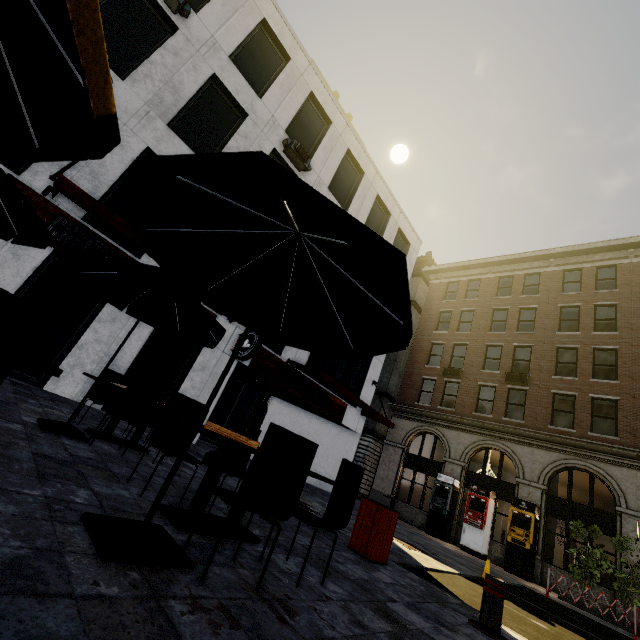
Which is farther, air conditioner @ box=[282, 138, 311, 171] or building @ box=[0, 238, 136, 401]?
air conditioner @ box=[282, 138, 311, 171]

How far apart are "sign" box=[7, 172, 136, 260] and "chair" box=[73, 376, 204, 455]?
4.8m

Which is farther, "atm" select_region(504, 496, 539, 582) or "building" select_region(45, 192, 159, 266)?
"atm" select_region(504, 496, 539, 582)

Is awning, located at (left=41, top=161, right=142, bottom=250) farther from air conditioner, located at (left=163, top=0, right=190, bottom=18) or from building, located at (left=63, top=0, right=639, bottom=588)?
building, located at (left=63, top=0, right=639, bottom=588)

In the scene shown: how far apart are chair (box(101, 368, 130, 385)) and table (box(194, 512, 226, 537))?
3.8 meters

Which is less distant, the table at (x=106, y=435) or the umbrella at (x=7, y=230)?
the umbrella at (x=7, y=230)

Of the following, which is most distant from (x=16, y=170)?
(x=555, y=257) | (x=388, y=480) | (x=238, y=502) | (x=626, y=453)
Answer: (x=555, y=257)

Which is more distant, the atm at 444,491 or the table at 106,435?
the atm at 444,491
